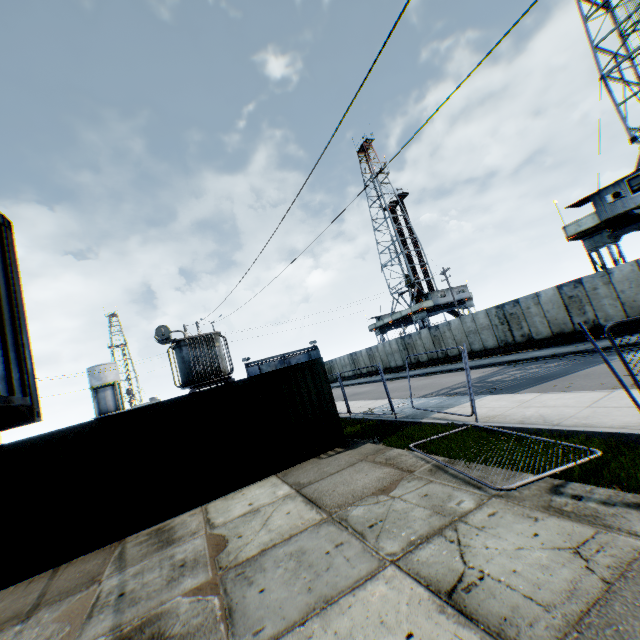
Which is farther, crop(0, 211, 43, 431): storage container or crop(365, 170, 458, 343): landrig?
crop(365, 170, 458, 343): landrig

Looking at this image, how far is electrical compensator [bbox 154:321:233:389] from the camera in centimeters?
1802cm

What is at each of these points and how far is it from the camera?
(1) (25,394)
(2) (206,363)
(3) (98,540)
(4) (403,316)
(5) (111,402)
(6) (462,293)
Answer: (1) storage container, 4.2 meters
(2) electrical compensator, 18.7 meters
(3) storage container, 7.8 meters
(4) landrig, 44.1 meters
(5) vertical tank, 48.8 meters
(6) landrig, 43.8 meters

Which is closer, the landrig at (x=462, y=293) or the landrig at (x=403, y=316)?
the landrig at (x=403, y=316)

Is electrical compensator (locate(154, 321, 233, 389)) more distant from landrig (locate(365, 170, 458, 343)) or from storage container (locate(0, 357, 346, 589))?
landrig (locate(365, 170, 458, 343))

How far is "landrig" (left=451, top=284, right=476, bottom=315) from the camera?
43.31m

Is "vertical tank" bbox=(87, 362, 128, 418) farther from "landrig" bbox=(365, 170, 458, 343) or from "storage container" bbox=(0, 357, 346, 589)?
"landrig" bbox=(365, 170, 458, 343)

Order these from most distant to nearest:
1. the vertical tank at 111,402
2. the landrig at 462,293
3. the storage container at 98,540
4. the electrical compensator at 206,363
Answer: the vertical tank at 111,402 → the landrig at 462,293 → the electrical compensator at 206,363 → the storage container at 98,540
